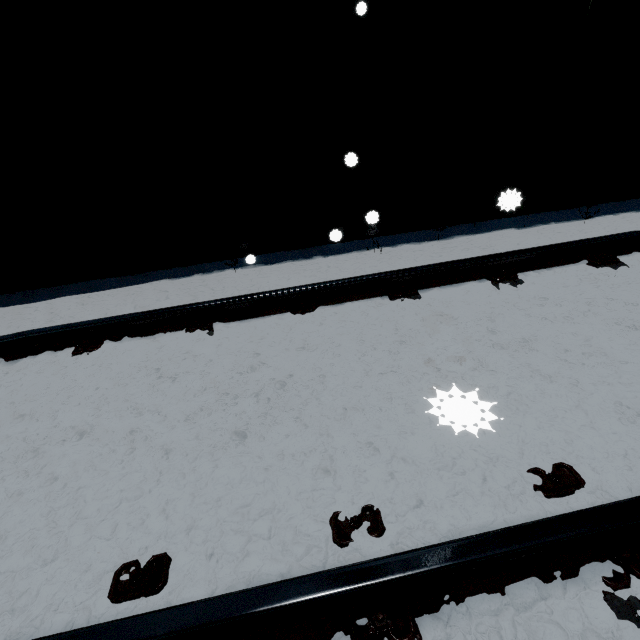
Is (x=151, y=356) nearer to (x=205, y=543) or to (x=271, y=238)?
(x=205, y=543)
